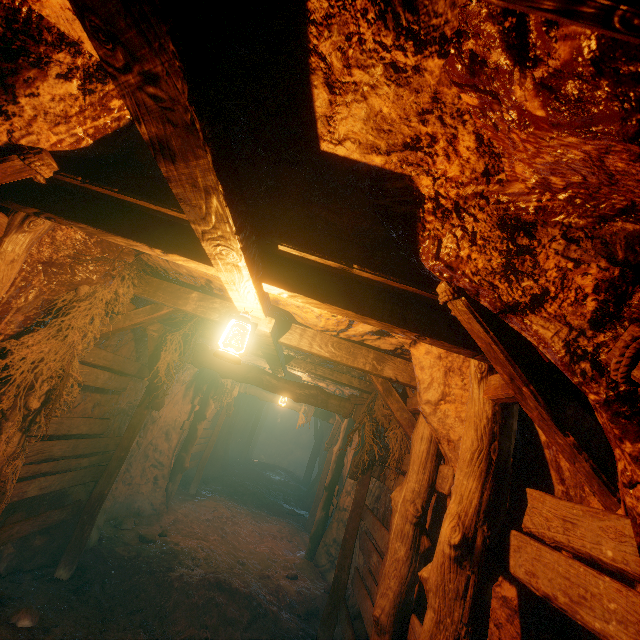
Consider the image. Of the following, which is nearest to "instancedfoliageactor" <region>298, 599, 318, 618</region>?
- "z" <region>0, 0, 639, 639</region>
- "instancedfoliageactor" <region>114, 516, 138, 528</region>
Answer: "z" <region>0, 0, 639, 639</region>

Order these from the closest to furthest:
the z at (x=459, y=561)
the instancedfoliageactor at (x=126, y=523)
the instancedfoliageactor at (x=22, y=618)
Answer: the z at (x=459, y=561) < the instancedfoliageactor at (x=22, y=618) < the instancedfoliageactor at (x=126, y=523)

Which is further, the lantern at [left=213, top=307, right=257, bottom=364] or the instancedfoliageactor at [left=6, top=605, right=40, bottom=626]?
the instancedfoliageactor at [left=6, top=605, right=40, bottom=626]

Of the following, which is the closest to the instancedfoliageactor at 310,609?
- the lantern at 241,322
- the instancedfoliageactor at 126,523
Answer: the instancedfoliageactor at 126,523

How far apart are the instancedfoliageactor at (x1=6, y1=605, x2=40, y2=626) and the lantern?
4.4 meters

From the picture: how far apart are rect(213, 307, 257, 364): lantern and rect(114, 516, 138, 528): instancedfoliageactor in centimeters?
695cm

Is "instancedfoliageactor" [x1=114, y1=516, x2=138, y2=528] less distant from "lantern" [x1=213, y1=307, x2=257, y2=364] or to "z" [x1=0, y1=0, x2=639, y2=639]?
"z" [x1=0, y1=0, x2=639, y2=639]

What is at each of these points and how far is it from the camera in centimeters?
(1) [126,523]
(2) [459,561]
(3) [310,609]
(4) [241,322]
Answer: (1) instancedfoliageactor, 709cm
(2) z, 202cm
(3) instancedfoliageactor, 623cm
(4) lantern, 268cm
